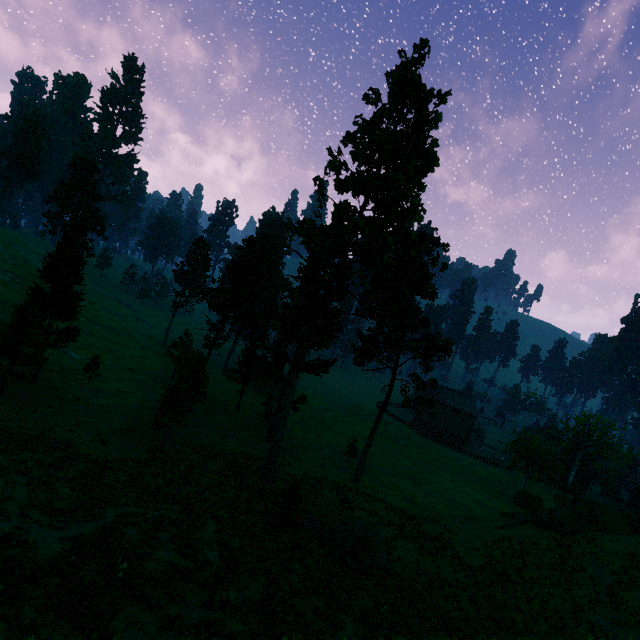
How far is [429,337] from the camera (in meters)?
35.72

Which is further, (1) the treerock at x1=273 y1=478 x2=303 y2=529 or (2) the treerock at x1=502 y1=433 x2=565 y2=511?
(2) the treerock at x1=502 y1=433 x2=565 y2=511

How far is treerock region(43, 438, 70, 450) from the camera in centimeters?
2465cm

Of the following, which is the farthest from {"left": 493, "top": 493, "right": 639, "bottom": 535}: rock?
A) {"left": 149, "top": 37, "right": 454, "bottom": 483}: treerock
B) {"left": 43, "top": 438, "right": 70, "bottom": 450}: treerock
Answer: {"left": 43, "top": 438, "right": 70, "bottom": 450}: treerock

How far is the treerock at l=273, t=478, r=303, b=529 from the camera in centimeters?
2181cm

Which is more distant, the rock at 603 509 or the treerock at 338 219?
the treerock at 338 219

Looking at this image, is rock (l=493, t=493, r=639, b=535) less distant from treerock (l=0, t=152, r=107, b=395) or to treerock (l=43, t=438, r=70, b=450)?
treerock (l=0, t=152, r=107, b=395)
